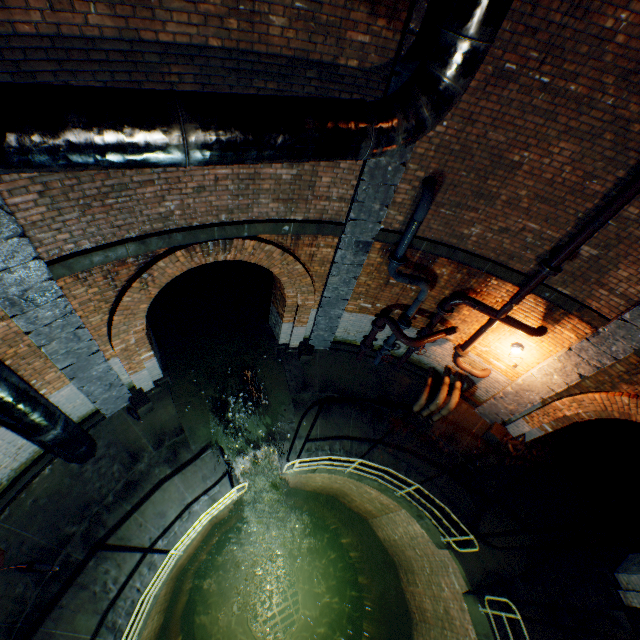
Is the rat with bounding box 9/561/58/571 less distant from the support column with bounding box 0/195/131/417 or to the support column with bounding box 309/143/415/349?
the support column with bounding box 0/195/131/417

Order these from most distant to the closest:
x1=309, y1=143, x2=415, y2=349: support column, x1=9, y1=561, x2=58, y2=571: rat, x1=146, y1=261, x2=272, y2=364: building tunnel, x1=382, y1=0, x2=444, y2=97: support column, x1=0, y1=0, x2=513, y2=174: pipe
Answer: x1=146, y1=261, x2=272, y2=364: building tunnel → x1=9, y1=561, x2=58, y2=571: rat → x1=309, y1=143, x2=415, y2=349: support column → x1=382, y1=0, x2=444, y2=97: support column → x1=0, y1=0, x2=513, y2=174: pipe

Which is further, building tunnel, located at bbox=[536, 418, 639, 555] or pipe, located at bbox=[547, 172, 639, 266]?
building tunnel, located at bbox=[536, 418, 639, 555]

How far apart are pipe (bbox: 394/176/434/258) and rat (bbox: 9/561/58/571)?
8.5 meters

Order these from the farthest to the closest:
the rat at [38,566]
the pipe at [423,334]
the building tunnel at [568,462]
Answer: the building tunnel at [568,462] → the pipe at [423,334] → the rat at [38,566]

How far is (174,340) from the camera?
9.6 meters

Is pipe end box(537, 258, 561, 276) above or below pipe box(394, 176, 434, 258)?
below

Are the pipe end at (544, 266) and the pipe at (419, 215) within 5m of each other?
yes
